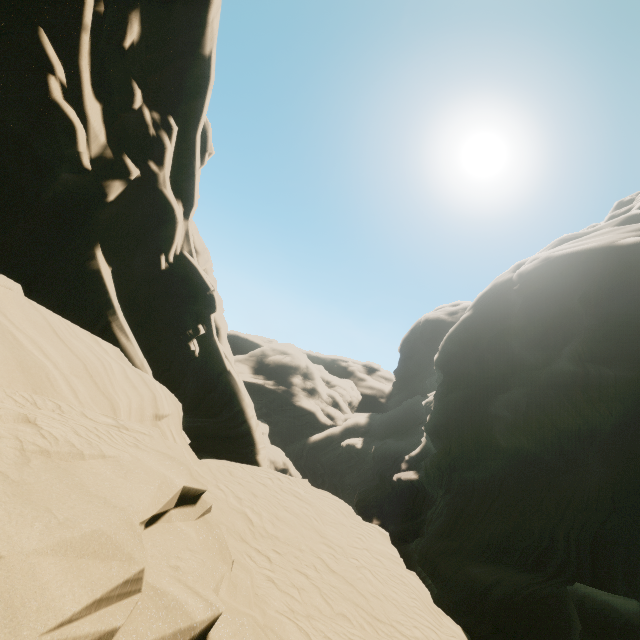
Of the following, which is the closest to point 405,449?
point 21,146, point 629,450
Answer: point 629,450
